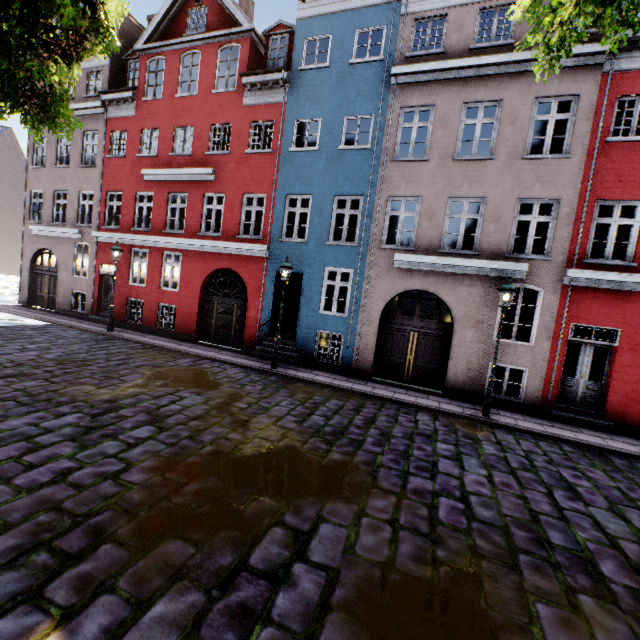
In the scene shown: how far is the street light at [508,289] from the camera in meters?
8.6

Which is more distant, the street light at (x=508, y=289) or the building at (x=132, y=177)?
the building at (x=132, y=177)

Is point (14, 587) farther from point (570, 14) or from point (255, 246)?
point (255, 246)

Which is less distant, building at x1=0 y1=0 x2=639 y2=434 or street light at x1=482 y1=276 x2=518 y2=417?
street light at x1=482 y1=276 x2=518 y2=417

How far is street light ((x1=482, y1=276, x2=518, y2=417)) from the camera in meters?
8.6 m
